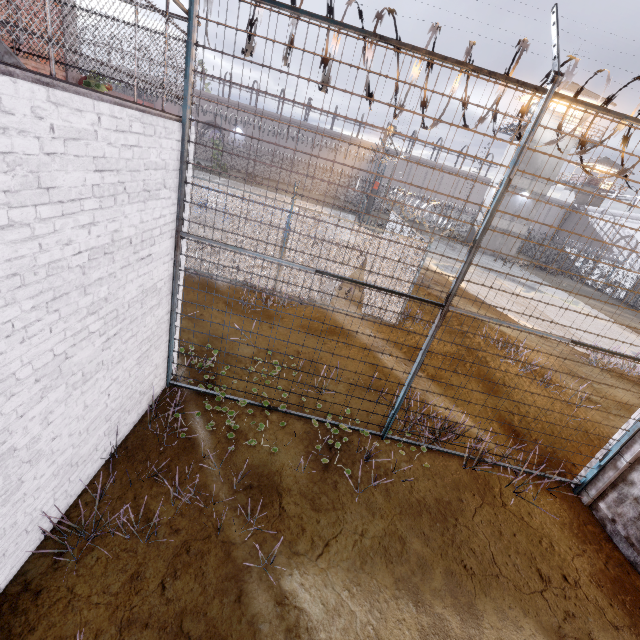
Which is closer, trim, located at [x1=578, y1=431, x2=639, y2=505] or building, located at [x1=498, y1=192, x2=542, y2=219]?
trim, located at [x1=578, y1=431, x2=639, y2=505]

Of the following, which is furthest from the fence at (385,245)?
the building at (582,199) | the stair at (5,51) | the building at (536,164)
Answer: the building at (582,199)

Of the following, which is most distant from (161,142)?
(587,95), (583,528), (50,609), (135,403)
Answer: (587,95)

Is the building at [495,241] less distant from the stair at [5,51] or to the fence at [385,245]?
the fence at [385,245]

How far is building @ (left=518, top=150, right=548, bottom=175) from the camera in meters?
30.1 m

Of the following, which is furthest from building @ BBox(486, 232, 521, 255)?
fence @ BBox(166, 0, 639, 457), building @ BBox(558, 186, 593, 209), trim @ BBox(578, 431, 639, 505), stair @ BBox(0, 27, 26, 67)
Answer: stair @ BBox(0, 27, 26, 67)

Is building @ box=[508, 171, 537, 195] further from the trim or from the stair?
the stair

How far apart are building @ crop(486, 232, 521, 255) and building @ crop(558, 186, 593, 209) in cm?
2362
